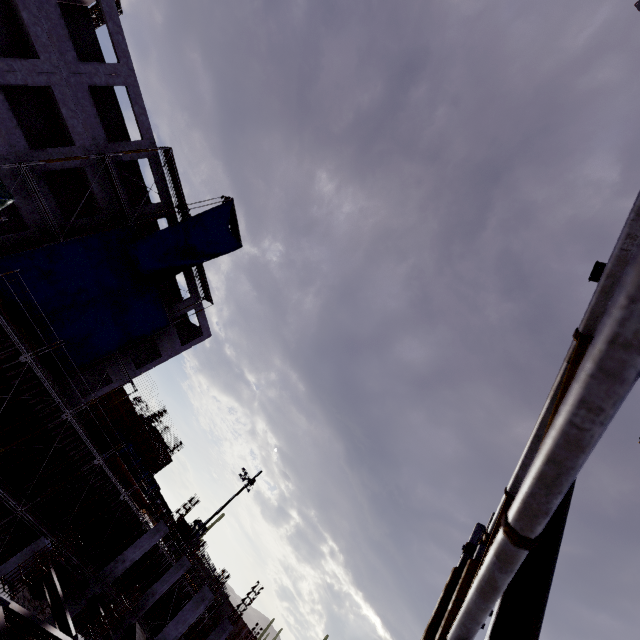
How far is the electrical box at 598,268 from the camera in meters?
8.1

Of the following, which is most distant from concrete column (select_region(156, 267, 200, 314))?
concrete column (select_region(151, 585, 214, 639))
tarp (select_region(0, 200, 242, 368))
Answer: concrete column (select_region(151, 585, 214, 639))

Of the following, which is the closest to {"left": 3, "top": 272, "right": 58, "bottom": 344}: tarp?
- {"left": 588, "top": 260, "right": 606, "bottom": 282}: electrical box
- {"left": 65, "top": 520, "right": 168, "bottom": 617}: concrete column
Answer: {"left": 65, "top": 520, "right": 168, "bottom": 617}: concrete column

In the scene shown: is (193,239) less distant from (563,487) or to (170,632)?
(170,632)

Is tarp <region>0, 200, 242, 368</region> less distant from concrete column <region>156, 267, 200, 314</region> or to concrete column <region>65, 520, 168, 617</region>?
concrete column <region>156, 267, 200, 314</region>

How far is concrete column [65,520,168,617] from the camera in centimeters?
1669cm

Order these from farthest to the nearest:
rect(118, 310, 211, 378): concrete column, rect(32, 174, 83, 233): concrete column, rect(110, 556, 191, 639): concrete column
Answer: rect(118, 310, 211, 378): concrete column, rect(110, 556, 191, 639): concrete column, rect(32, 174, 83, 233): concrete column

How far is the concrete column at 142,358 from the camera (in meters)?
26.41
